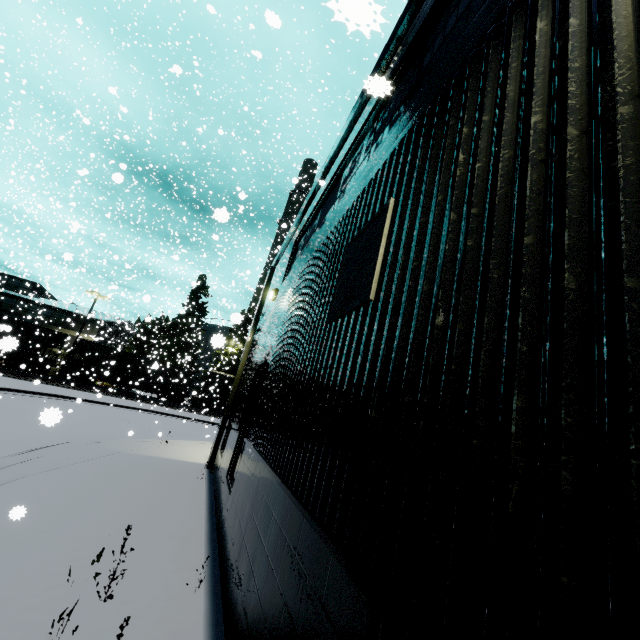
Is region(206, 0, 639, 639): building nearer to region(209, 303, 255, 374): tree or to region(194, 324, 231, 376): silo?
region(194, 324, 231, 376): silo

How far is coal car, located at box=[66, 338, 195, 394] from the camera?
31.9 meters

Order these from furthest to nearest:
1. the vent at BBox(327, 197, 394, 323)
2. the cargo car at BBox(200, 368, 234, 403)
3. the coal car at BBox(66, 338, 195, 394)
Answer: the cargo car at BBox(200, 368, 234, 403), the coal car at BBox(66, 338, 195, 394), the vent at BBox(327, 197, 394, 323)

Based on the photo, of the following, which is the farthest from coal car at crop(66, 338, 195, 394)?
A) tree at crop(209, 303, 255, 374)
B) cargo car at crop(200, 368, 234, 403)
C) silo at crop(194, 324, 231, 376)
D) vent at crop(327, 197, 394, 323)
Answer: vent at crop(327, 197, 394, 323)

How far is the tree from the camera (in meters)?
29.54

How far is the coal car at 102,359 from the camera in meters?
31.9

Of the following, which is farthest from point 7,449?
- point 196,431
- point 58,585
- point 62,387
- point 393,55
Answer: point 62,387

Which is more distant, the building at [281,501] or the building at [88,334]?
the building at [88,334]
